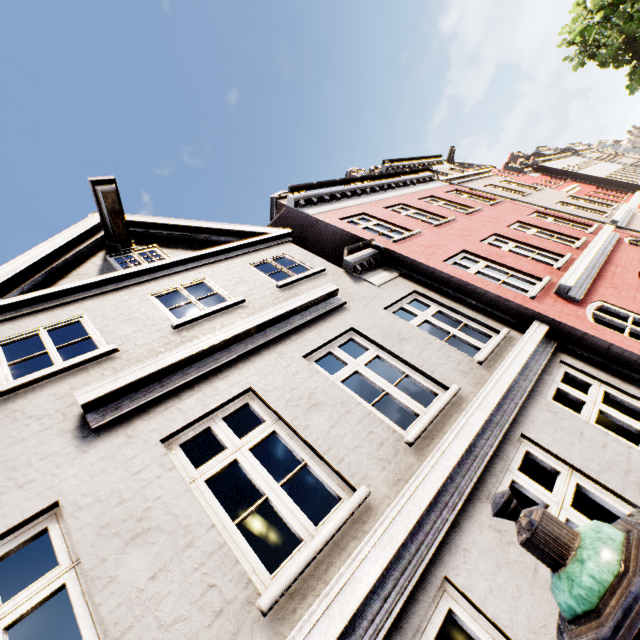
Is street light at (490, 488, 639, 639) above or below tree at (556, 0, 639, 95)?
below

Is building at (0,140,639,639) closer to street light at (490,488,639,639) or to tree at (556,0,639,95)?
street light at (490,488,639,639)

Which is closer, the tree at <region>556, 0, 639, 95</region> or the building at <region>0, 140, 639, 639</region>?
the building at <region>0, 140, 639, 639</region>

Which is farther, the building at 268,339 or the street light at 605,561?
the building at 268,339

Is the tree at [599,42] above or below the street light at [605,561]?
above

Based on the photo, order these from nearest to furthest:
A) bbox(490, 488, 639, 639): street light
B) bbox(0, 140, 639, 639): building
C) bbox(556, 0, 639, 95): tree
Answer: bbox(490, 488, 639, 639): street light, bbox(0, 140, 639, 639): building, bbox(556, 0, 639, 95): tree

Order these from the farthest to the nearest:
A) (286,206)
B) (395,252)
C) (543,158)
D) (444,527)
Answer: (543,158), (286,206), (395,252), (444,527)

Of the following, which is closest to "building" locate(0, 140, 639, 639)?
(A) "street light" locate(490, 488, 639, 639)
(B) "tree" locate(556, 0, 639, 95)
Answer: (A) "street light" locate(490, 488, 639, 639)
